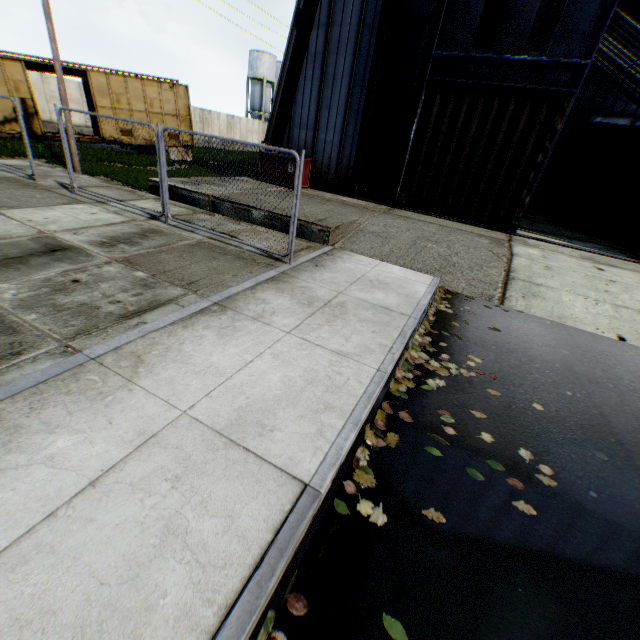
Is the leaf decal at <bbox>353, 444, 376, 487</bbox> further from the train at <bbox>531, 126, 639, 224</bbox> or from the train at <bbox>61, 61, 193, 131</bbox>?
the train at <bbox>61, 61, 193, 131</bbox>

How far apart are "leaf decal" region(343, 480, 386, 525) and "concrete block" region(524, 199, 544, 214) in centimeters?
2114cm

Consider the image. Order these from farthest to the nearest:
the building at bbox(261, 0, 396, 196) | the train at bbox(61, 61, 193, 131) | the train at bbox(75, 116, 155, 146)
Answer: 1. the train at bbox(75, 116, 155, 146)
2. the train at bbox(61, 61, 193, 131)
3. the building at bbox(261, 0, 396, 196)

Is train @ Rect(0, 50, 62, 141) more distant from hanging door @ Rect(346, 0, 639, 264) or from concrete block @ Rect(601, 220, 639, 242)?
concrete block @ Rect(601, 220, 639, 242)

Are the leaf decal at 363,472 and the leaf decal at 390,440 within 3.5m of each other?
yes

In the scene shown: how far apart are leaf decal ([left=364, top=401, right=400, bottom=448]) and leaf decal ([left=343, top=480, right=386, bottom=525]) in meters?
0.1

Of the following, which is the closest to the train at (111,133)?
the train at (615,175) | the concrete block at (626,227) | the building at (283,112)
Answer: the building at (283,112)

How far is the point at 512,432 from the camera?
3.7m
